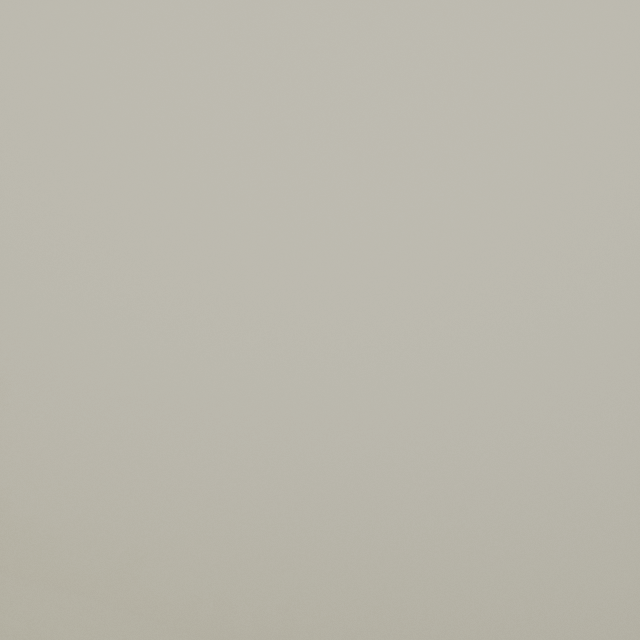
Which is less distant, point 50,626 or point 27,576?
point 50,626
